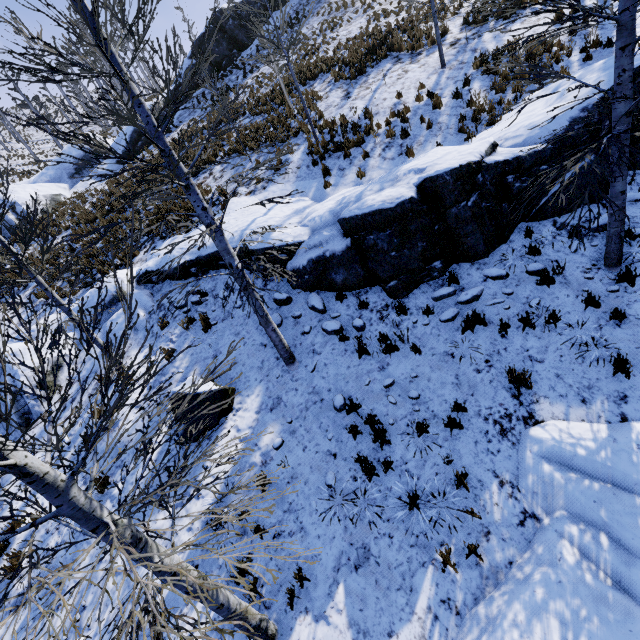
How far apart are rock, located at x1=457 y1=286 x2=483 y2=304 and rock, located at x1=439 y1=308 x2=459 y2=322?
0.2 meters

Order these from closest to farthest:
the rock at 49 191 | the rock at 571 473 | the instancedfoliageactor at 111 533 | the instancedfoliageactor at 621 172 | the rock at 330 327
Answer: the instancedfoliageactor at 111 533, the rock at 571 473, the instancedfoliageactor at 621 172, the rock at 330 327, the rock at 49 191

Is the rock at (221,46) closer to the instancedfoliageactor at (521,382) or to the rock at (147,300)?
the rock at (147,300)

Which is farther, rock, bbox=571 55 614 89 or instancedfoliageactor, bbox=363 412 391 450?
rock, bbox=571 55 614 89

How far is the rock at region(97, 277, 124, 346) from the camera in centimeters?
969cm

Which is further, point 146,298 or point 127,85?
point 146,298

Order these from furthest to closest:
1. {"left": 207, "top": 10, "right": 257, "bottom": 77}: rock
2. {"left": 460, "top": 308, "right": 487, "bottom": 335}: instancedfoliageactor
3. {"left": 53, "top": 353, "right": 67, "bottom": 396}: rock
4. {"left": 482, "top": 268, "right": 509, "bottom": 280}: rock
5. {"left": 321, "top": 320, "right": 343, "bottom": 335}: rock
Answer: {"left": 207, "top": 10, "right": 257, "bottom": 77}: rock
{"left": 53, "top": 353, "right": 67, "bottom": 396}: rock
{"left": 321, "top": 320, "right": 343, "bottom": 335}: rock
{"left": 482, "top": 268, "right": 509, "bottom": 280}: rock
{"left": 460, "top": 308, "right": 487, "bottom": 335}: instancedfoliageactor

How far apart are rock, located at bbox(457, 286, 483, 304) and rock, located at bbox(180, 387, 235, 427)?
5.4 meters
